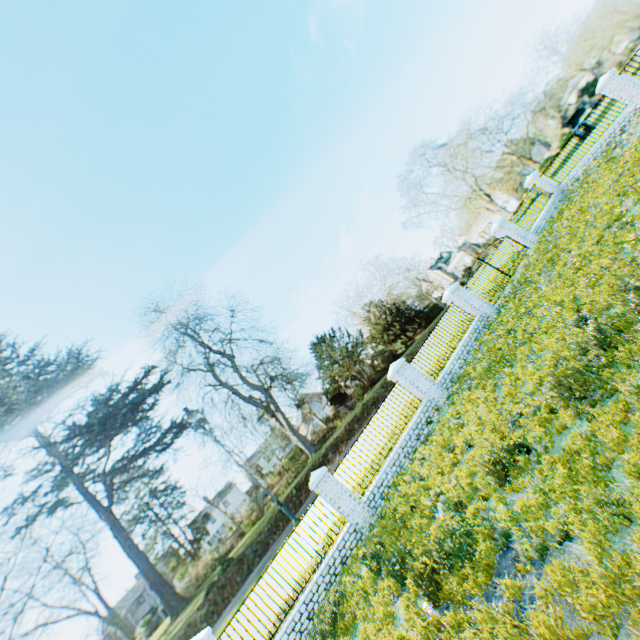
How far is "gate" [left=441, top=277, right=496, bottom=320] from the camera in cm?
1518

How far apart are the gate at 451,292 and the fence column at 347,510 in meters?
9.7

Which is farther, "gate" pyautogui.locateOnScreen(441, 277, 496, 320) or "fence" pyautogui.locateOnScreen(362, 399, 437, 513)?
"gate" pyautogui.locateOnScreen(441, 277, 496, 320)

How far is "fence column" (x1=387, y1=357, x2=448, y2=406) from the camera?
12.95m

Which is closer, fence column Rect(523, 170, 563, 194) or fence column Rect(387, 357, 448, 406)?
fence column Rect(387, 357, 448, 406)

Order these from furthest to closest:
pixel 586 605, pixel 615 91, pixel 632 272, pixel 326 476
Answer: pixel 615 91 → pixel 326 476 → pixel 632 272 → pixel 586 605

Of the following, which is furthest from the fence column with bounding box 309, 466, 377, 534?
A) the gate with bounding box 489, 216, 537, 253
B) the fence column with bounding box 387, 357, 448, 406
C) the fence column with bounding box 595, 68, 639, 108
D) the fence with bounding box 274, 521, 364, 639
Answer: the fence column with bounding box 595, 68, 639, 108

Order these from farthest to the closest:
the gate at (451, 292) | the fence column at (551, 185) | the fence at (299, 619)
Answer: the fence column at (551, 185) < the gate at (451, 292) < the fence at (299, 619)
